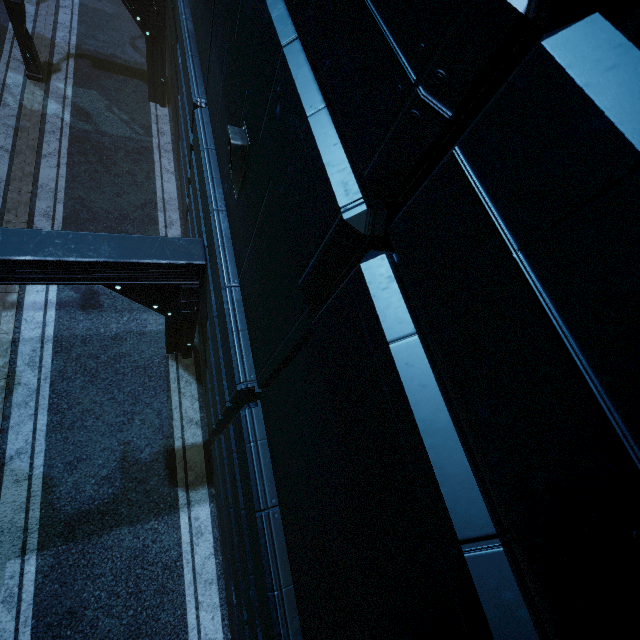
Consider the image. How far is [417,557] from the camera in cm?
128

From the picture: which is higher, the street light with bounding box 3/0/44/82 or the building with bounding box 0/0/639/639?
the building with bounding box 0/0/639/639

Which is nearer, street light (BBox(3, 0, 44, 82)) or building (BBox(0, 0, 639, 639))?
building (BBox(0, 0, 639, 639))

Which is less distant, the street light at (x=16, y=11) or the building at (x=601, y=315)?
the building at (x=601, y=315)

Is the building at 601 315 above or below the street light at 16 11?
above
